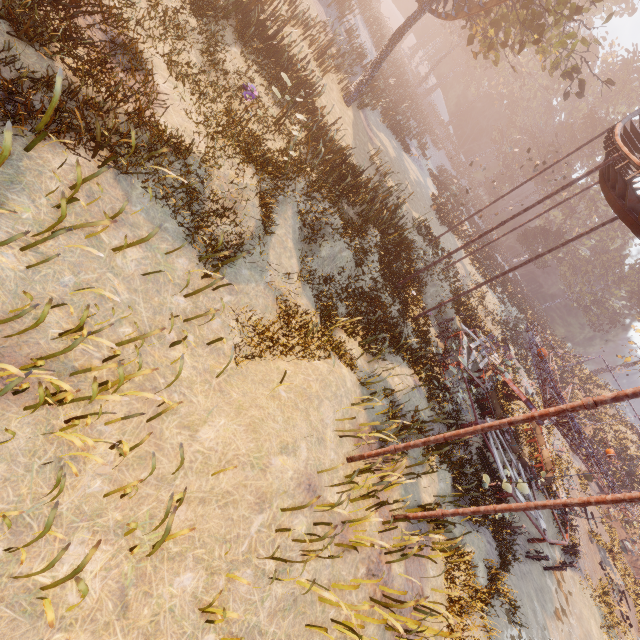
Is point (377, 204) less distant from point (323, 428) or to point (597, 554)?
point (323, 428)

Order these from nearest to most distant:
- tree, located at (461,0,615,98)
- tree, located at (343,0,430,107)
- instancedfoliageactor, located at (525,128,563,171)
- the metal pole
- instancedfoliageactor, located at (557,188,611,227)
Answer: the metal pole
tree, located at (461,0,615,98)
tree, located at (343,0,430,107)
instancedfoliageactor, located at (525,128,563,171)
instancedfoliageactor, located at (557,188,611,227)

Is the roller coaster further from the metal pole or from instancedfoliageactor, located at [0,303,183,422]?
instancedfoliageactor, located at [0,303,183,422]

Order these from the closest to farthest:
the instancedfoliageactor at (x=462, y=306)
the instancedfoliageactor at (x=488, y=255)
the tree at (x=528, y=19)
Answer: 1. the tree at (x=528, y=19)
2. the instancedfoliageactor at (x=462, y=306)
3. the instancedfoliageactor at (x=488, y=255)

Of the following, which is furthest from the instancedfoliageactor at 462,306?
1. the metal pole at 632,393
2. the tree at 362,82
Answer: the metal pole at 632,393

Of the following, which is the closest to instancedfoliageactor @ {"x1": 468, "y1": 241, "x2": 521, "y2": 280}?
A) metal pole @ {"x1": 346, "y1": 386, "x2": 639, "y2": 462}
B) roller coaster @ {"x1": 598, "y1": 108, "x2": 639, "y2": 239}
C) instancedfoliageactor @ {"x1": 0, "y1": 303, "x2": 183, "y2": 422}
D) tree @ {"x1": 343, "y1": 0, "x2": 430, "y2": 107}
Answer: tree @ {"x1": 343, "y1": 0, "x2": 430, "y2": 107}

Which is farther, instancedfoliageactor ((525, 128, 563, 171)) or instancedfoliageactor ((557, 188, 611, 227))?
instancedfoliageactor ((557, 188, 611, 227))

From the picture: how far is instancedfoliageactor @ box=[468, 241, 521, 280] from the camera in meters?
32.4 m
